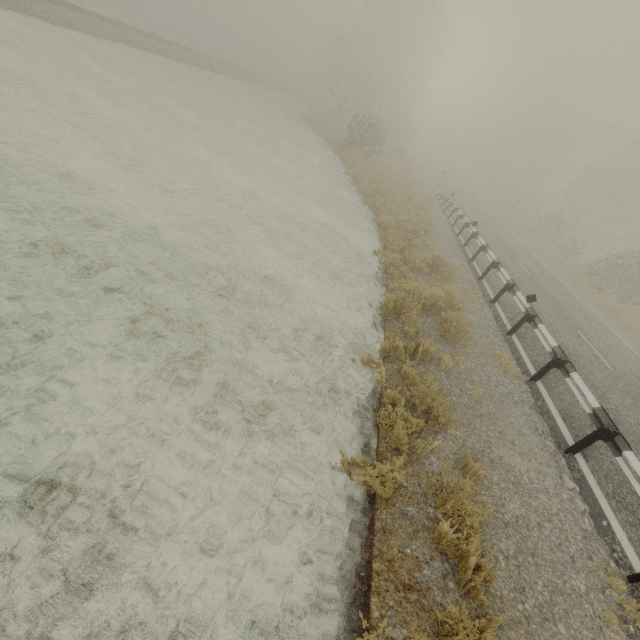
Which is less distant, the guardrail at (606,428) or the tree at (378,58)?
Result: the guardrail at (606,428)

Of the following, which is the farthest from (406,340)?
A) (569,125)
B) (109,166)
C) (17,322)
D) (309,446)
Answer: (569,125)

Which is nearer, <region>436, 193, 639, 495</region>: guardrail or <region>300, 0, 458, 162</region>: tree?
<region>436, 193, 639, 495</region>: guardrail

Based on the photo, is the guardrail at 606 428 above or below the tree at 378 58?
below

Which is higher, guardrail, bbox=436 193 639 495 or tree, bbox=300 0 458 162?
tree, bbox=300 0 458 162
